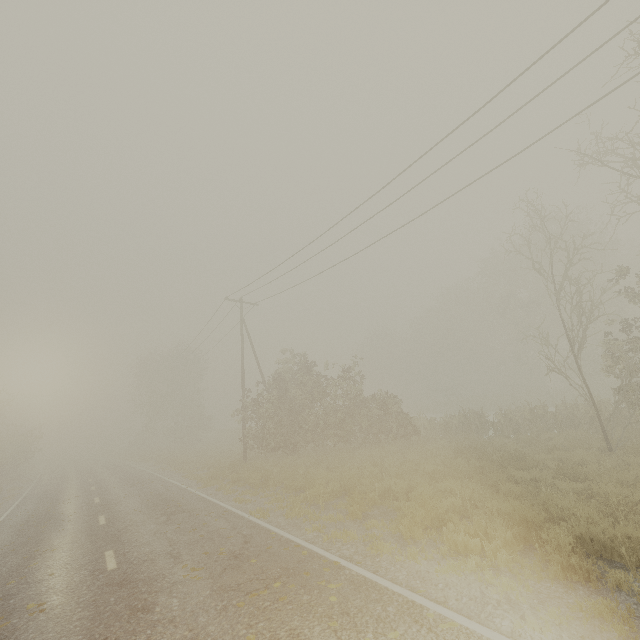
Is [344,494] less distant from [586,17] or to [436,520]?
[436,520]
